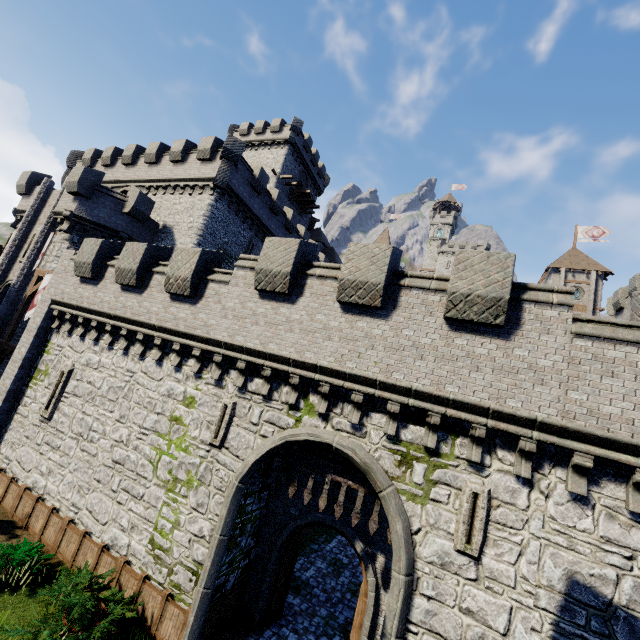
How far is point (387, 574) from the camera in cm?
967

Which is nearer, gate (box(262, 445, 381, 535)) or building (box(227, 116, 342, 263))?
gate (box(262, 445, 381, 535))

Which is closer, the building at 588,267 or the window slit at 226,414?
the window slit at 226,414

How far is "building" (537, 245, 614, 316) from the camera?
42.1 meters

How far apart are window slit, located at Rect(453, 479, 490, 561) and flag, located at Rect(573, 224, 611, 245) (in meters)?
54.65

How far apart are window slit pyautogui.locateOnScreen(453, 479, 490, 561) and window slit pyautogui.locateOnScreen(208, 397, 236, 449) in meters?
6.7 m

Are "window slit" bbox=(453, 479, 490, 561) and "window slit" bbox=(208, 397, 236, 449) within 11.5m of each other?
yes

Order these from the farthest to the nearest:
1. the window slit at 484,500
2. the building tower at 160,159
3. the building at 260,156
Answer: the building at 260,156
the building tower at 160,159
the window slit at 484,500
